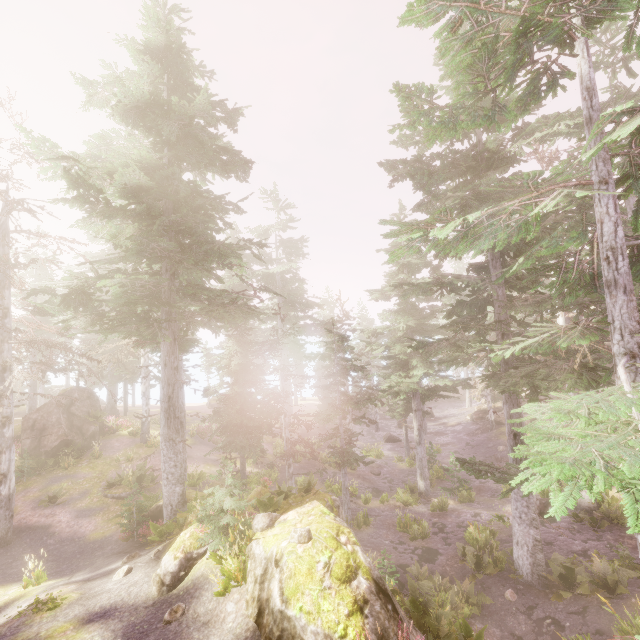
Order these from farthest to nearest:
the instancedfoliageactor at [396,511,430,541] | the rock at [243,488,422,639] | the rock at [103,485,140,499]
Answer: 1. the rock at [103,485,140,499]
2. the instancedfoliageactor at [396,511,430,541]
3. the rock at [243,488,422,639]

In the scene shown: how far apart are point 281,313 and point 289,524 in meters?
29.5

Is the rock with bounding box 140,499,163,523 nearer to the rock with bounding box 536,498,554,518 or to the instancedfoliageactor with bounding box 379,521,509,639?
the instancedfoliageactor with bounding box 379,521,509,639

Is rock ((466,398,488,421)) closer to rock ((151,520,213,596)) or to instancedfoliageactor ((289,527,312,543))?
instancedfoliageactor ((289,527,312,543))

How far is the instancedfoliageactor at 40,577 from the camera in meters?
11.4 m

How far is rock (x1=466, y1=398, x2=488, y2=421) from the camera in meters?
36.7

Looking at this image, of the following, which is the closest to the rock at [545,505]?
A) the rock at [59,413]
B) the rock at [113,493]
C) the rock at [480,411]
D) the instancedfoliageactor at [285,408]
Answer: the instancedfoliageactor at [285,408]

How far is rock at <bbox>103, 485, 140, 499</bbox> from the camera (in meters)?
18.55
